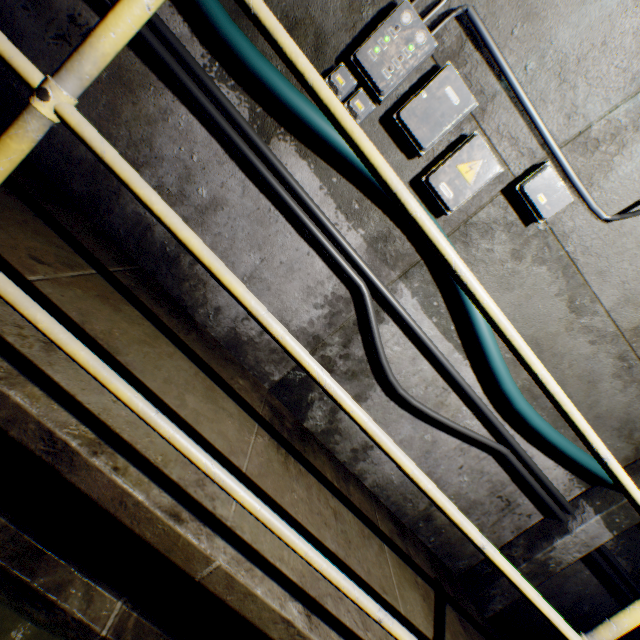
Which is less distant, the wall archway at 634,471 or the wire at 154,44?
the wire at 154,44

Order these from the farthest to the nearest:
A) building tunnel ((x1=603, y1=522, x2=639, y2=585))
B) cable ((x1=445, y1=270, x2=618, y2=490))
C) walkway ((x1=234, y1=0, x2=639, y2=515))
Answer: building tunnel ((x1=603, y1=522, x2=639, y2=585)) → cable ((x1=445, y1=270, x2=618, y2=490)) → walkway ((x1=234, y1=0, x2=639, y2=515))

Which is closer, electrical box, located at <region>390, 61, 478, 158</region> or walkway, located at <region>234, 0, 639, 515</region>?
walkway, located at <region>234, 0, 639, 515</region>

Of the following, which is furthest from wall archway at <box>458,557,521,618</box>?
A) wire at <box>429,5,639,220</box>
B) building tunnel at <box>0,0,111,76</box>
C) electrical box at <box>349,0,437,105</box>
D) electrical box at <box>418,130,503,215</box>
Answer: electrical box at <box>349,0,437,105</box>

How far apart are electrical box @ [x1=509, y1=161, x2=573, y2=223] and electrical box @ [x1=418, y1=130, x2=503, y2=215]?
0.1 meters

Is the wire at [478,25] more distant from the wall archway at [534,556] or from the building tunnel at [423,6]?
the wall archway at [534,556]

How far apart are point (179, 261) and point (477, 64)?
2.2m

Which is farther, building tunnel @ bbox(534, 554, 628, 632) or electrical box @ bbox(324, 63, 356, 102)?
building tunnel @ bbox(534, 554, 628, 632)
